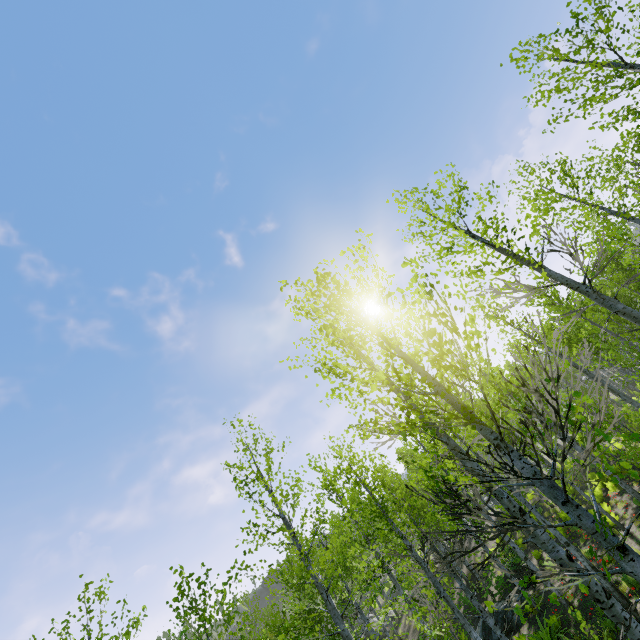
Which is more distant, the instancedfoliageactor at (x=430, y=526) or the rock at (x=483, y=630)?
the rock at (x=483, y=630)

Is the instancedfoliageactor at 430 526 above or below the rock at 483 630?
above

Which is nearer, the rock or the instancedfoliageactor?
the instancedfoliageactor

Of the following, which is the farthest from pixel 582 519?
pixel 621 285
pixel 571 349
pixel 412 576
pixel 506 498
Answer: pixel 621 285

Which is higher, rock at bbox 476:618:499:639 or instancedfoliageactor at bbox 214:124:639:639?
instancedfoliageactor at bbox 214:124:639:639
